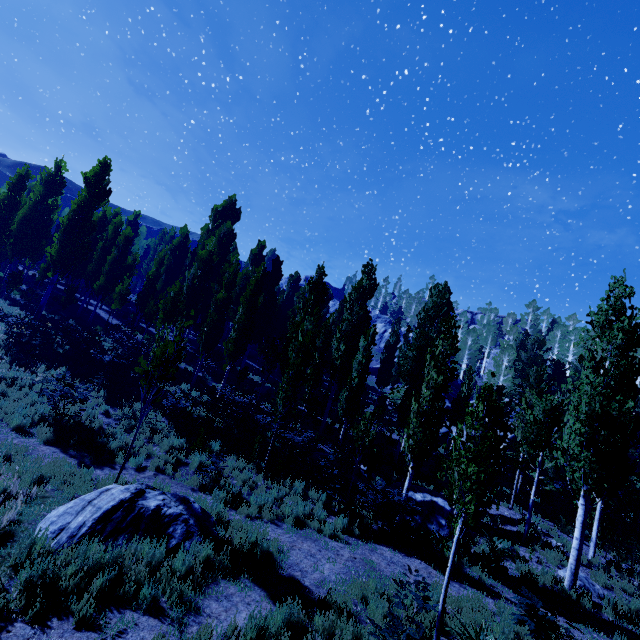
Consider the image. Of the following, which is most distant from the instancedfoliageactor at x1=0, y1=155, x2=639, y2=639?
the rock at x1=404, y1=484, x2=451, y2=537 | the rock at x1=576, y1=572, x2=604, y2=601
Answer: the rock at x1=576, y1=572, x2=604, y2=601

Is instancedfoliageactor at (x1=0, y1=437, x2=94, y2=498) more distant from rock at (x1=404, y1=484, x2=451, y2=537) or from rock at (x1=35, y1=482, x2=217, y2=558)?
rock at (x1=35, y1=482, x2=217, y2=558)

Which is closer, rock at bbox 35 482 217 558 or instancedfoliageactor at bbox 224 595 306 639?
instancedfoliageactor at bbox 224 595 306 639

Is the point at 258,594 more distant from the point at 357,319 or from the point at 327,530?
the point at 357,319

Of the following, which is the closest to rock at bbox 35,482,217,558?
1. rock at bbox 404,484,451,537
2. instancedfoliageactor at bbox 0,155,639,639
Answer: instancedfoliageactor at bbox 0,155,639,639

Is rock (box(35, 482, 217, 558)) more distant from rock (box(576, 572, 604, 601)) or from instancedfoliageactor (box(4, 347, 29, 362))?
rock (box(576, 572, 604, 601))

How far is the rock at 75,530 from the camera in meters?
6.5

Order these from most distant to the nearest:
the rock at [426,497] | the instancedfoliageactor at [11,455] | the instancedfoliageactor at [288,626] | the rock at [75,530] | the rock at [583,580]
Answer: the rock at [426,497], the rock at [583,580], the instancedfoliageactor at [11,455], the rock at [75,530], the instancedfoliageactor at [288,626]
